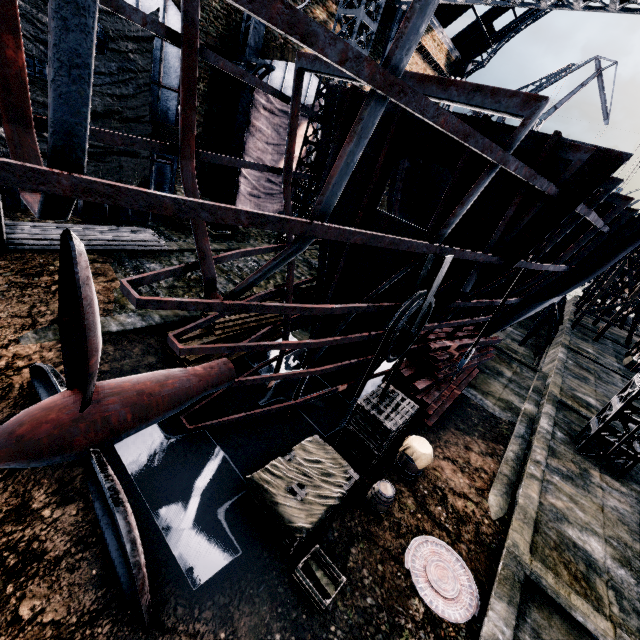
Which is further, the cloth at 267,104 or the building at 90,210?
the cloth at 267,104

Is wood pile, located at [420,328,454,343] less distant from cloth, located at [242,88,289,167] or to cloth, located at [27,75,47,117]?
cloth, located at [242,88,289,167]

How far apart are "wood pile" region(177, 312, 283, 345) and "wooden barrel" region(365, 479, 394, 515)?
6.0 meters

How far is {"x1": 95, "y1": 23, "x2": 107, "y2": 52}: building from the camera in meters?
13.3 m

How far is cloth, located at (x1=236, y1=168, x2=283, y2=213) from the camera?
20.2m

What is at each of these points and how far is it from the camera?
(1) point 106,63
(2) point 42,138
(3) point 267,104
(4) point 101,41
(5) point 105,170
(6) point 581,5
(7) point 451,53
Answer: (1) cloth, 13.1 meters
(2) cloth, 12.7 meters
(3) cloth, 19.0 meters
(4) building, 13.5 meters
(5) cloth, 14.7 meters
(6) truss, 12.1 meters
(7) building, 29.8 meters

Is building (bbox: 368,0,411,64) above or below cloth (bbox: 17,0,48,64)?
above

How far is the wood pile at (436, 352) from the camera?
12.13m
